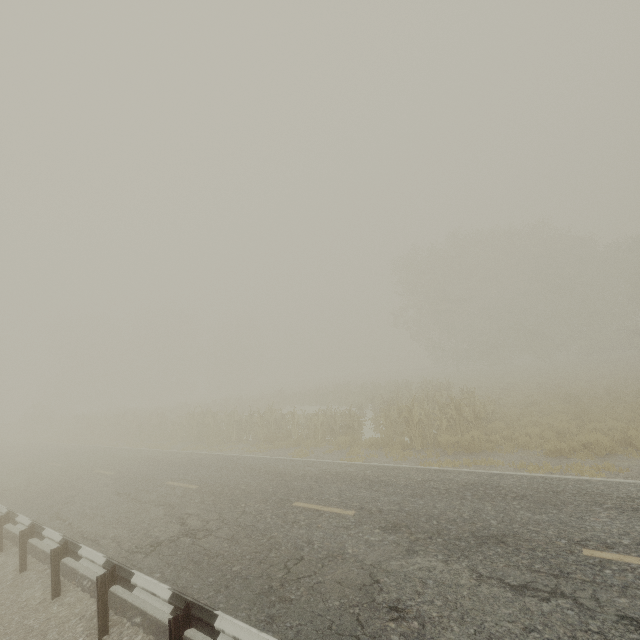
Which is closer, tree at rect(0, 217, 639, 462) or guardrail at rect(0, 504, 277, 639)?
guardrail at rect(0, 504, 277, 639)

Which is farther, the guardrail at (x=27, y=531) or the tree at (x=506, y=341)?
the tree at (x=506, y=341)

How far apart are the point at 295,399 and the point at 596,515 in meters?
29.4 m
